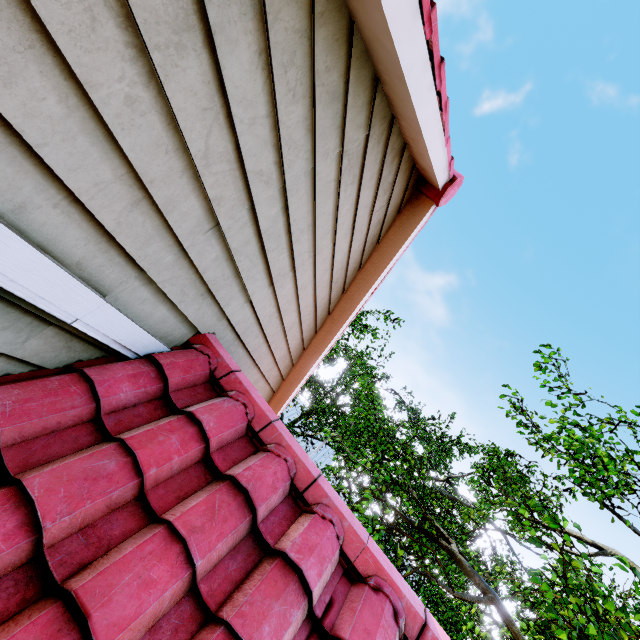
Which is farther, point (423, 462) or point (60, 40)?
point (423, 462)
